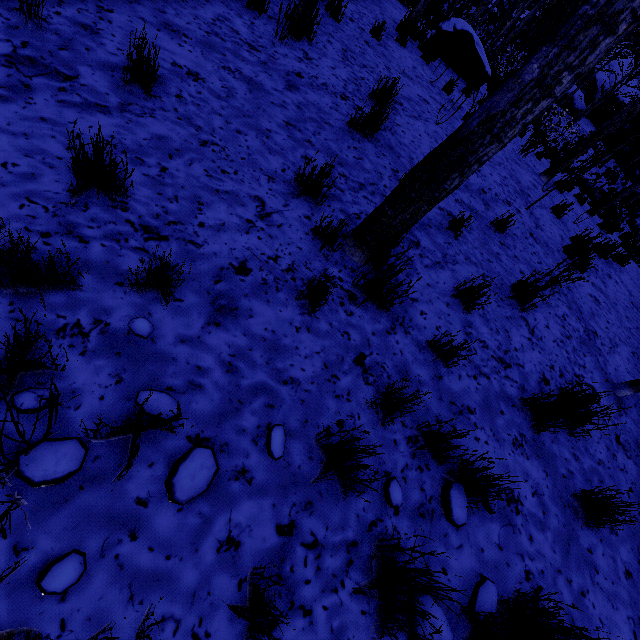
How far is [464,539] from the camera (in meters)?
1.91

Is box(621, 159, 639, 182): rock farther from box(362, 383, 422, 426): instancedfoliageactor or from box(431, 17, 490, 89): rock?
box(431, 17, 490, 89): rock

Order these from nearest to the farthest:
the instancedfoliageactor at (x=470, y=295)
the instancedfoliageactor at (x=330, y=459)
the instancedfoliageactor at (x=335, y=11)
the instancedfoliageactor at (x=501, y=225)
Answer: the instancedfoliageactor at (x=330, y=459) → the instancedfoliageactor at (x=470, y=295) → the instancedfoliageactor at (x=501, y=225) → the instancedfoliageactor at (x=335, y=11)

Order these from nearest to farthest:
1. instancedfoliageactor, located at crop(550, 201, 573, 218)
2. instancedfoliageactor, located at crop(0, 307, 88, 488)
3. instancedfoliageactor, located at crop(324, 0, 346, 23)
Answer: instancedfoliageactor, located at crop(0, 307, 88, 488), instancedfoliageactor, located at crop(324, 0, 346, 23), instancedfoliageactor, located at crop(550, 201, 573, 218)

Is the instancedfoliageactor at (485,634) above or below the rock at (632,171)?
below

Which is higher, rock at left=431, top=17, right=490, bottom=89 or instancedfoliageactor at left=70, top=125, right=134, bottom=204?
rock at left=431, top=17, right=490, bottom=89

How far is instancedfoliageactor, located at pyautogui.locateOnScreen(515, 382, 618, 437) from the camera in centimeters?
247cm
